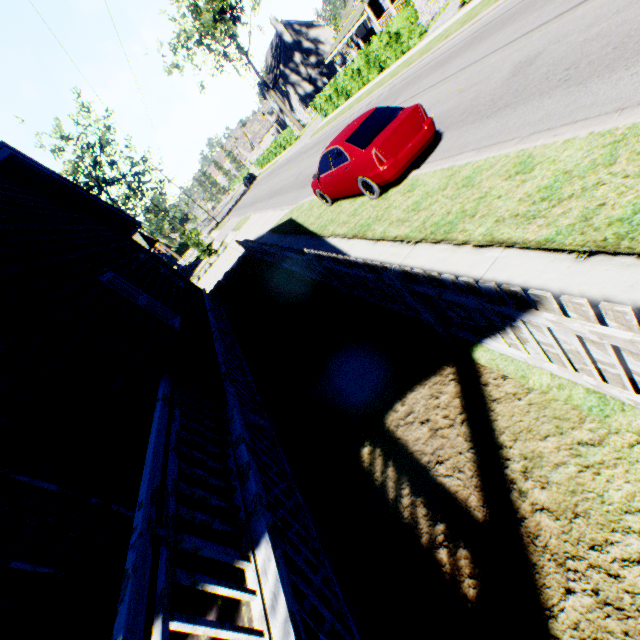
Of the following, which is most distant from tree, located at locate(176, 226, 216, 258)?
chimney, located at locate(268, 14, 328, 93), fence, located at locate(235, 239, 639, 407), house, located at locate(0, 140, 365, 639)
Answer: chimney, located at locate(268, 14, 328, 93)

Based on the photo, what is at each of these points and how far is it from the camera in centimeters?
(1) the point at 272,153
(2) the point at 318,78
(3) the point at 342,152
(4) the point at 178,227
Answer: (1) hedge, 4897cm
(2) chimney, 5003cm
(3) car, 808cm
(4) tree, 2656cm

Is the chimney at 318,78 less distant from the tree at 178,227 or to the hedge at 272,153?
the hedge at 272,153

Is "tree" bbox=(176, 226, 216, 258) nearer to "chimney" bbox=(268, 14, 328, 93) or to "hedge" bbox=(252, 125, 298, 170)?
"hedge" bbox=(252, 125, 298, 170)

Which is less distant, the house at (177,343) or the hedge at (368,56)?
the house at (177,343)

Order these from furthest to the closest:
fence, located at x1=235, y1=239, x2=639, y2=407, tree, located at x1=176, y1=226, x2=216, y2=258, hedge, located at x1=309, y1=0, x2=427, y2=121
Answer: tree, located at x1=176, y1=226, x2=216, y2=258
hedge, located at x1=309, y1=0, x2=427, y2=121
fence, located at x1=235, y1=239, x2=639, y2=407

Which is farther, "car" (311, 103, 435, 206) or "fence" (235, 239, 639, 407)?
"car" (311, 103, 435, 206)

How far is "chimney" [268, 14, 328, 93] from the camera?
46.3m
